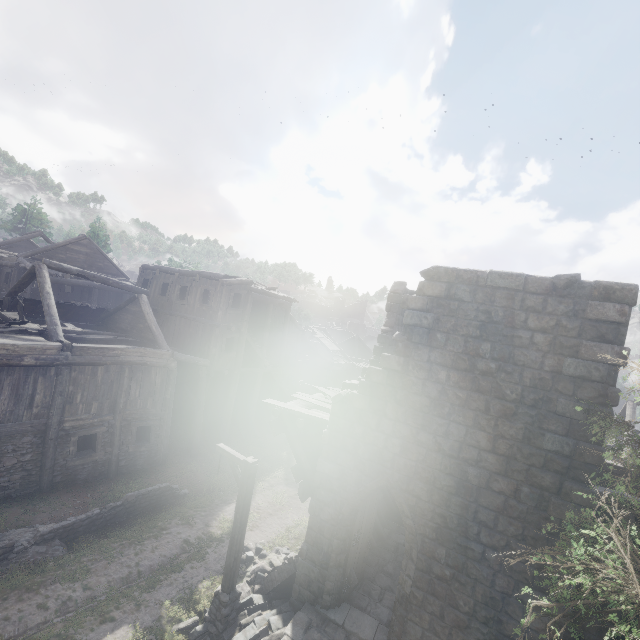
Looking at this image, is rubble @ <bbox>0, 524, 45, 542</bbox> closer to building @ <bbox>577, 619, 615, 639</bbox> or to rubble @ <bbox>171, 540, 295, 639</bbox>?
building @ <bbox>577, 619, 615, 639</bbox>

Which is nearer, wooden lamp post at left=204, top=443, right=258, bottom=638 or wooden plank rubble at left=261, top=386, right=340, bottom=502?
wooden lamp post at left=204, top=443, right=258, bottom=638

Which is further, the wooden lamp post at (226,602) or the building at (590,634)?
the wooden lamp post at (226,602)

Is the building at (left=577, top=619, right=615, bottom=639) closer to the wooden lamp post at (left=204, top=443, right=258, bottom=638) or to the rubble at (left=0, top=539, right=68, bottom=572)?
the wooden lamp post at (left=204, top=443, right=258, bottom=638)

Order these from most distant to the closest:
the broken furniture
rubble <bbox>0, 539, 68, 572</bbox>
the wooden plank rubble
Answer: the broken furniture → the wooden plank rubble → rubble <bbox>0, 539, 68, 572</bbox>

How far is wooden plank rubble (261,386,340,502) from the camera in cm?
968

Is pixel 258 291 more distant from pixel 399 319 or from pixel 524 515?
pixel 524 515

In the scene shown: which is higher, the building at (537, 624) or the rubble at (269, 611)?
the building at (537, 624)
